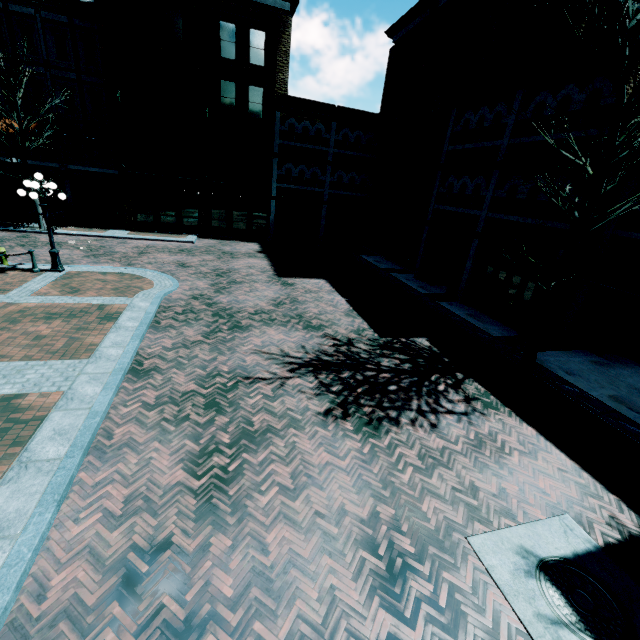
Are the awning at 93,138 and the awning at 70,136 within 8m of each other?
yes

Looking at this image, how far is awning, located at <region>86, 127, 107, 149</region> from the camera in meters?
22.6 m

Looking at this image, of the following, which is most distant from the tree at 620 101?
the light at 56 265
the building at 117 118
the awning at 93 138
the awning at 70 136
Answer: the awning at 70 136

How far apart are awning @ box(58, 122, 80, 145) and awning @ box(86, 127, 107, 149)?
0.5 meters

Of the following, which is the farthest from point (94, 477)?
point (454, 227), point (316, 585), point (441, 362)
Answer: point (454, 227)

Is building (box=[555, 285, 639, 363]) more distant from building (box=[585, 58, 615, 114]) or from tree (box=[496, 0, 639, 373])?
tree (box=[496, 0, 639, 373])

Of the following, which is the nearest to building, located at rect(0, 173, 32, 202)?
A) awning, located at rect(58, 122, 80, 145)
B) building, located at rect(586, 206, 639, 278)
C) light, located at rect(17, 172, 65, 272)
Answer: awning, located at rect(58, 122, 80, 145)

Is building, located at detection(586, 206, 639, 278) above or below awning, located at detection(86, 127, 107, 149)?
below
